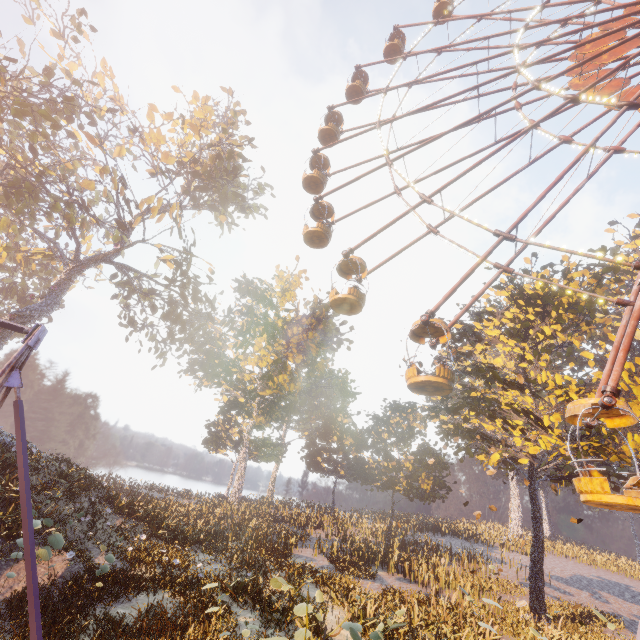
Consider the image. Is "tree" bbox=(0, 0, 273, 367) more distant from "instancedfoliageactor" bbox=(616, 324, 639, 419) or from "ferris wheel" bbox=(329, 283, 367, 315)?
"instancedfoliageactor" bbox=(616, 324, 639, 419)

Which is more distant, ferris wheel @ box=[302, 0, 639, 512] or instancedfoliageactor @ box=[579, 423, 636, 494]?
instancedfoliageactor @ box=[579, 423, 636, 494]

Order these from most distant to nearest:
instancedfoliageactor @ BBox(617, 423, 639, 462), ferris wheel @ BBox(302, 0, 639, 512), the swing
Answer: instancedfoliageactor @ BBox(617, 423, 639, 462) → ferris wheel @ BBox(302, 0, 639, 512) → the swing

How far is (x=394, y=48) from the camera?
27.2 meters

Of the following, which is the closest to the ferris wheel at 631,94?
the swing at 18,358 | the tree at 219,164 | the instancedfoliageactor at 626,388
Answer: the instancedfoliageactor at 626,388

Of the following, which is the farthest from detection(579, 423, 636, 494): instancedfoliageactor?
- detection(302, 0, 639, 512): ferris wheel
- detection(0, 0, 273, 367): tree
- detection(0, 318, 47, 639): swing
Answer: detection(0, 0, 273, 367): tree

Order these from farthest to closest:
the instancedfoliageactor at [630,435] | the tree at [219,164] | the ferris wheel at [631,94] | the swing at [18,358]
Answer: the tree at [219,164], the instancedfoliageactor at [630,435], the ferris wheel at [631,94], the swing at [18,358]

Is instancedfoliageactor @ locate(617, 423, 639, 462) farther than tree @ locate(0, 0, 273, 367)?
No
